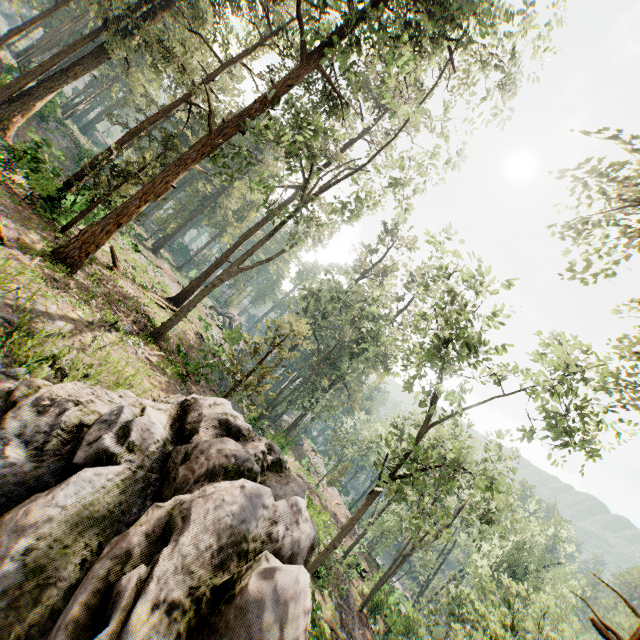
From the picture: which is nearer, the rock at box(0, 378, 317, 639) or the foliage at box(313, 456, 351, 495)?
the rock at box(0, 378, 317, 639)

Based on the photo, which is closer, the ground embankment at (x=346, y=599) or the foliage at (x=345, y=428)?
the ground embankment at (x=346, y=599)

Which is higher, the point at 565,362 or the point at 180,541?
the point at 565,362

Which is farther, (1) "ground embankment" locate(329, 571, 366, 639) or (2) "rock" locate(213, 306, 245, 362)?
(2) "rock" locate(213, 306, 245, 362)

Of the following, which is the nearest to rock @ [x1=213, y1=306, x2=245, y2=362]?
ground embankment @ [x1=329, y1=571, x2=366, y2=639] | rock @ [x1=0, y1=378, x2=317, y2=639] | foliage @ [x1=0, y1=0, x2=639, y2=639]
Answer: foliage @ [x1=0, y1=0, x2=639, y2=639]

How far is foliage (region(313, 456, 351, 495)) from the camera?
40.0 meters

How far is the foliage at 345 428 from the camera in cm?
3934

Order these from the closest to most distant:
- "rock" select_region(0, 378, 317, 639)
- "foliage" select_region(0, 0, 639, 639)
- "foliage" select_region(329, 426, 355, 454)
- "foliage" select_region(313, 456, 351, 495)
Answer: "rock" select_region(0, 378, 317, 639), "foliage" select_region(0, 0, 639, 639), "foliage" select_region(329, 426, 355, 454), "foliage" select_region(313, 456, 351, 495)
